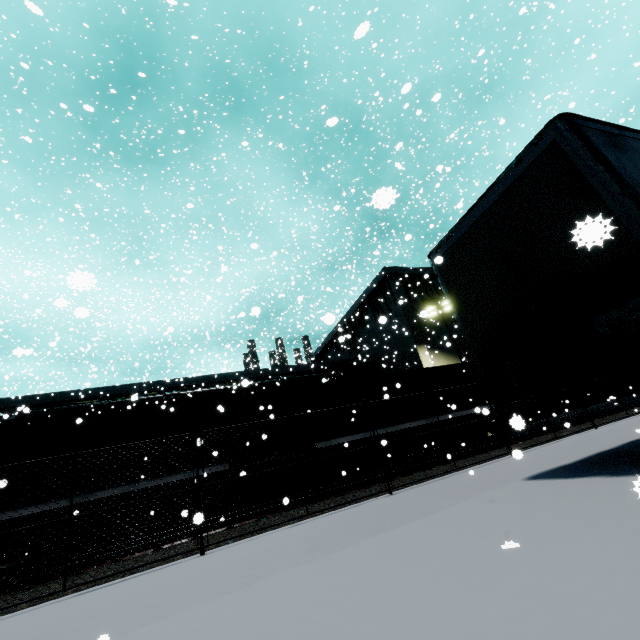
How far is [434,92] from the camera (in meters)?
39.94

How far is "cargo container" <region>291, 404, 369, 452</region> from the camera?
12.68m

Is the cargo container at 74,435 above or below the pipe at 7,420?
below

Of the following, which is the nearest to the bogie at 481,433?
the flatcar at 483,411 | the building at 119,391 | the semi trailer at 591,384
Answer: the flatcar at 483,411

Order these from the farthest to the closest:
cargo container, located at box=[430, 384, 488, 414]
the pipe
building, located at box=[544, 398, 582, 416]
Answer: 1. building, located at box=[544, 398, 582, 416]
2. the pipe
3. cargo container, located at box=[430, 384, 488, 414]

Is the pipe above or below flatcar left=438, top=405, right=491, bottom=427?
above

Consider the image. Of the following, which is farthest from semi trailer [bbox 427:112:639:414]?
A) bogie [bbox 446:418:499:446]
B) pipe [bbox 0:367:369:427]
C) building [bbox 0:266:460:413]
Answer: bogie [bbox 446:418:499:446]

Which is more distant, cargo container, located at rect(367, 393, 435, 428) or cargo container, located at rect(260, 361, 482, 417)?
cargo container, located at rect(367, 393, 435, 428)
